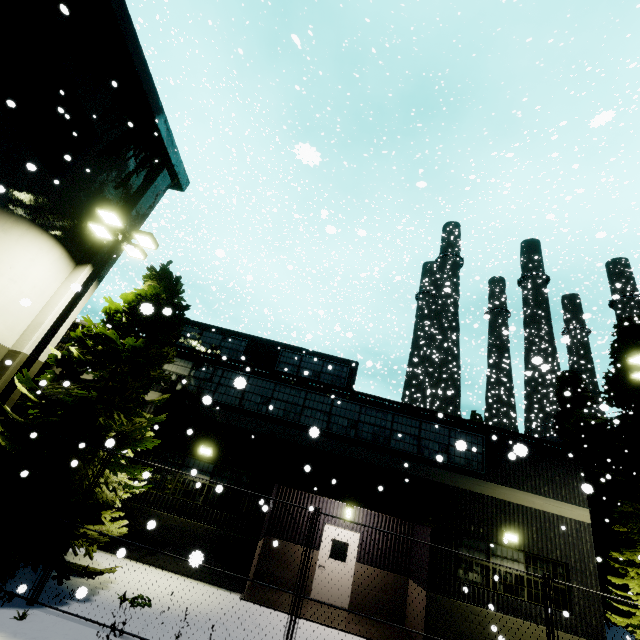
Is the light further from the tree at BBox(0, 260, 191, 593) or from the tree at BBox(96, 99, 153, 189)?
the tree at BBox(0, 260, 191, 593)

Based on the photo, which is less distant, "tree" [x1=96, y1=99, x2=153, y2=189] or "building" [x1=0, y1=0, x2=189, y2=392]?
"building" [x1=0, y1=0, x2=189, y2=392]

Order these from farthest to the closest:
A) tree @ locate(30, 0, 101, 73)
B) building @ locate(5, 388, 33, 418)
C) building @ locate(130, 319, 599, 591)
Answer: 1. building @ locate(130, 319, 599, 591)
2. building @ locate(5, 388, 33, 418)
3. tree @ locate(30, 0, 101, 73)

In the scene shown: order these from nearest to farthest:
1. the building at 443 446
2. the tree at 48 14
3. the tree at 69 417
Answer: the tree at 69 417 < the tree at 48 14 < the building at 443 446

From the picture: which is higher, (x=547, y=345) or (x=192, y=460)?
(x=547, y=345)

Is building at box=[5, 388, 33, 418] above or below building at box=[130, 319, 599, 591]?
above

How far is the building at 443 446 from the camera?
11.8m

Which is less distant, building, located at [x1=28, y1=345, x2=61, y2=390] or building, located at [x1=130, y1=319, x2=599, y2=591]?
building, located at [x1=28, y1=345, x2=61, y2=390]
